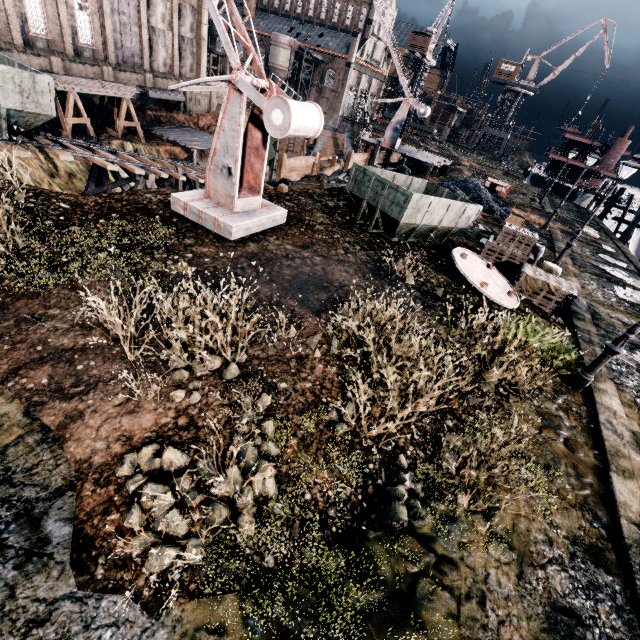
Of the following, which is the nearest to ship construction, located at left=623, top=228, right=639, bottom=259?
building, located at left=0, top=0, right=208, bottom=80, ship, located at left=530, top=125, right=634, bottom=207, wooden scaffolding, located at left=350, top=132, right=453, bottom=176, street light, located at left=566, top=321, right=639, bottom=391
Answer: ship, located at left=530, top=125, right=634, bottom=207

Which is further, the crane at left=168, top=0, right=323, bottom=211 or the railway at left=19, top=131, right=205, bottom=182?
the railway at left=19, top=131, right=205, bottom=182

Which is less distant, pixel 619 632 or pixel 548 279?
pixel 619 632

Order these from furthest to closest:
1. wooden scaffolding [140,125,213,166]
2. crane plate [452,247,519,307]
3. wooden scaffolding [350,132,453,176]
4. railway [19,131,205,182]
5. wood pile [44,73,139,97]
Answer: wooden scaffolding [140,125,213,166]
wooden scaffolding [350,132,453,176]
wood pile [44,73,139,97]
railway [19,131,205,182]
crane plate [452,247,519,307]

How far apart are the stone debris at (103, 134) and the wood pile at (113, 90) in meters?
3.5 m

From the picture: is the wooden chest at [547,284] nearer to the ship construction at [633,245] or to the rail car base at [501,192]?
the rail car base at [501,192]

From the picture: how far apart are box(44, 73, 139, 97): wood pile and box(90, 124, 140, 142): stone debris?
3.5m

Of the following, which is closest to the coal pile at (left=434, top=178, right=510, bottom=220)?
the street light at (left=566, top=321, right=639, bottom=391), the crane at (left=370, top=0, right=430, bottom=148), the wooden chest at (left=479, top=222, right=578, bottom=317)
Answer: the crane at (left=370, top=0, right=430, bottom=148)
